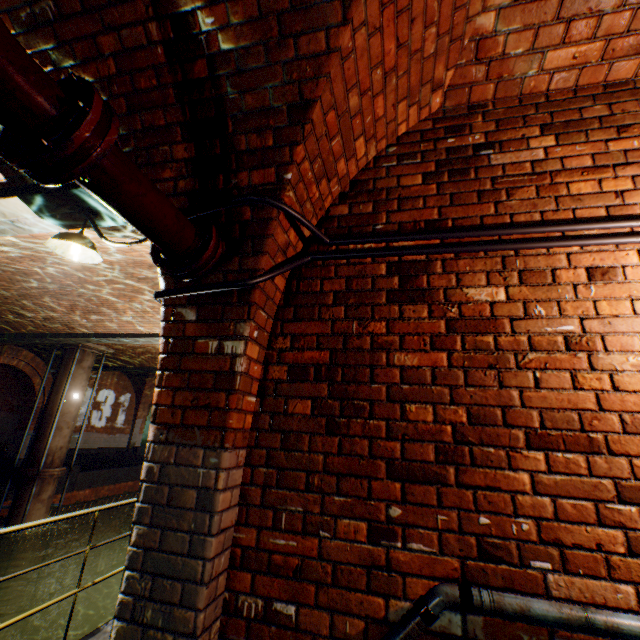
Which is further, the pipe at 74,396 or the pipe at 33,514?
the pipe at 74,396

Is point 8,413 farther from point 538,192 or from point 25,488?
point 538,192

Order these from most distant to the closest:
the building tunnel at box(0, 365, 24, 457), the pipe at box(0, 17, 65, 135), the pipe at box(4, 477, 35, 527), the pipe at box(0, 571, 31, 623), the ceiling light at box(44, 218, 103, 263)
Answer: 1. the building tunnel at box(0, 365, 24, 457)
2. the pipe at box(4, 477, 35, 527)
3. the pipe at box(0, 571, 31, 623)
4. the ceiling light at box(44, 218, 103, 263)
5. the pipe at box(0, 17, 65, 135)

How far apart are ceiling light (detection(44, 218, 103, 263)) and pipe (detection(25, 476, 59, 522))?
11.04m

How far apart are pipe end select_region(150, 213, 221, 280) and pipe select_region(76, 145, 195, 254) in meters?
0.0 m

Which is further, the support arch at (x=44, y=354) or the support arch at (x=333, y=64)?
the support arch at (x=44, y=354)

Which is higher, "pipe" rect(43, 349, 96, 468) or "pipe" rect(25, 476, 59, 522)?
"pipe" rect(43, 349, 96, 468)

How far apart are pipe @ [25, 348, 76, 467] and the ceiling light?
10.5m
